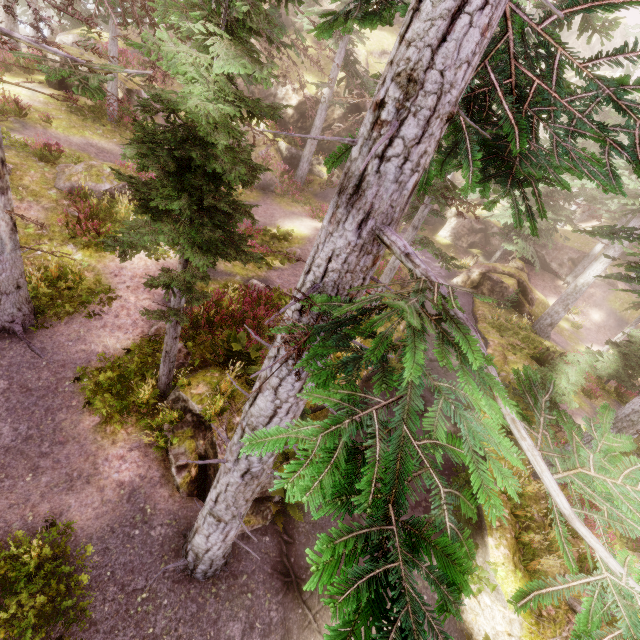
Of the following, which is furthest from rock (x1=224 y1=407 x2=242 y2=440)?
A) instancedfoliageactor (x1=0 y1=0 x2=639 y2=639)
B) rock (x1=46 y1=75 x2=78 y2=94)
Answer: rock (x1=46 y1=75 x2=78 y2=94)

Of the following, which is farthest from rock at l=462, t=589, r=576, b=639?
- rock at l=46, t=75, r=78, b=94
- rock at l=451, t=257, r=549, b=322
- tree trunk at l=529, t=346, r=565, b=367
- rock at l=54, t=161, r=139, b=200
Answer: tree trunk at l=529, t=346, r=565, b=367

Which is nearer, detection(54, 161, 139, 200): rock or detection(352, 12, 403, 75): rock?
detection(54, 161, 139, 200): rock

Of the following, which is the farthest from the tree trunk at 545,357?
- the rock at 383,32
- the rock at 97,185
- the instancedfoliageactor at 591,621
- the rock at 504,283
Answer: the rock at 97,185

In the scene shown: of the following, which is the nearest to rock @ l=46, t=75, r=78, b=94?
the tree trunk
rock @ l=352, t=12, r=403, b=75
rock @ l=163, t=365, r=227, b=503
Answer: rock @ l=352, t=12, r=403, b=75

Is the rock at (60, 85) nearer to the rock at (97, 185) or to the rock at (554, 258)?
the rock at (554, 258)

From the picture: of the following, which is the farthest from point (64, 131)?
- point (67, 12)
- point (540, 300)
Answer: point (540, 300)

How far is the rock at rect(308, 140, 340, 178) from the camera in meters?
24.8
